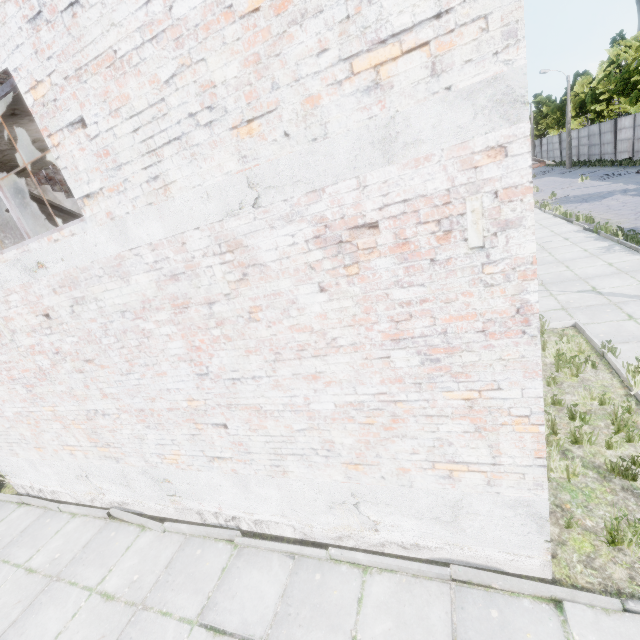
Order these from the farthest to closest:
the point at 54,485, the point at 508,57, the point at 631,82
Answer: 1. the point at 631,82
2. the point at 54,485
3. the point at 508,57

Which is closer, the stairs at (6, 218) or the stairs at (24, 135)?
the stairs at (24, 135)

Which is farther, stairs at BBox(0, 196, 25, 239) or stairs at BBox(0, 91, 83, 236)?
stairs at BBox(0, 196, 25, 239)
